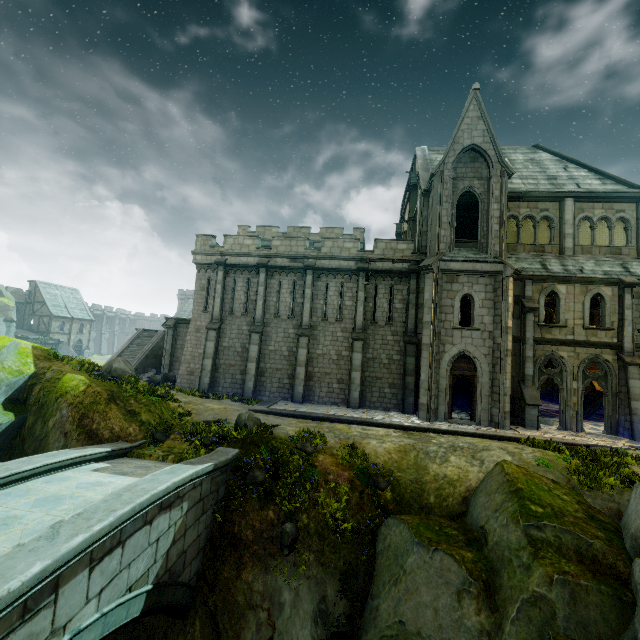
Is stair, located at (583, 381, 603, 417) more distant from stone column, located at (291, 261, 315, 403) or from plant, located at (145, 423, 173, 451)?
plant, located at (145, 423, 173, 451)

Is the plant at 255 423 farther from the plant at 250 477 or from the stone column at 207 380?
the stone column at 207 380

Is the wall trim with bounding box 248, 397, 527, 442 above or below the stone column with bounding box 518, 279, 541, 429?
below

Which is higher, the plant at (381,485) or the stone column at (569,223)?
the stone column at (569,223)

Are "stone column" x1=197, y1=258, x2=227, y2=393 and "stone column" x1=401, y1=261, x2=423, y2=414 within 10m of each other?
no

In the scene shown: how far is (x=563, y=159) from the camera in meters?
22.5

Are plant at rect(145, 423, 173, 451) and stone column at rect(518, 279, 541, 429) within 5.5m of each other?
no

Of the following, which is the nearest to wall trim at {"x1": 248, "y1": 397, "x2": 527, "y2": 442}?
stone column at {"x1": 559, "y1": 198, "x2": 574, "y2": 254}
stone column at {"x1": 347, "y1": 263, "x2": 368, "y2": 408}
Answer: stone column at {"x1": 347, "y1": 263, "x2": 368, "y2": 408}
